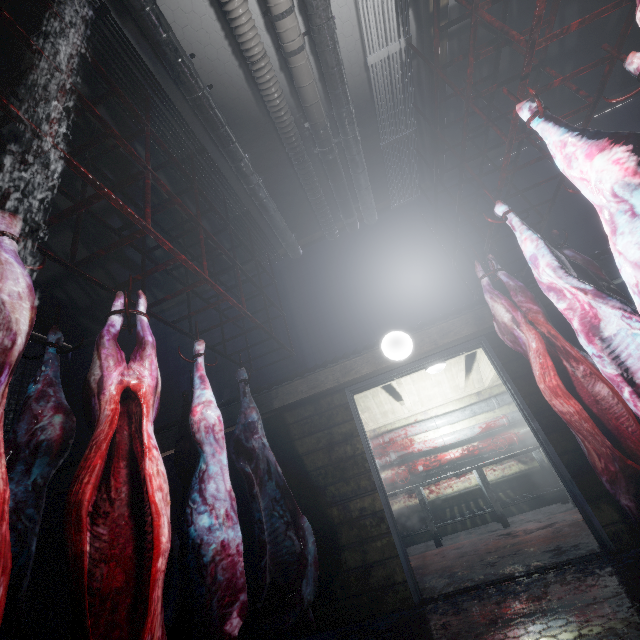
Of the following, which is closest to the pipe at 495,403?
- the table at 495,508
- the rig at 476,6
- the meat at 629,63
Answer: the table at 495,508

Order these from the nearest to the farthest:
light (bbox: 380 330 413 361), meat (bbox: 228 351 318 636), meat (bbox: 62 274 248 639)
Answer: meat (bbox: 62 274 248 639), meat (bbox: 228 351 318 636), light (bbox: 380 330 413 361)

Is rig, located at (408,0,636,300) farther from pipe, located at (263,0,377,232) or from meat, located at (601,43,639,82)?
pipe, located at (263,0,377,232)

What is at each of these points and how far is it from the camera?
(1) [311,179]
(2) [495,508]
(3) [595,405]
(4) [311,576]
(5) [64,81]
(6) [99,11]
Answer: (1) pipe, 3.7 meters
(2) table, 4.7 meters
(3) meat, 2.0 meters
(4) meat, 2.1 meters
(5) rig, 1.5 meters
(6) wire, 2.2 meters

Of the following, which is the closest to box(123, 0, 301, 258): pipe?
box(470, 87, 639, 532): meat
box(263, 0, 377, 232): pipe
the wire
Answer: the wire

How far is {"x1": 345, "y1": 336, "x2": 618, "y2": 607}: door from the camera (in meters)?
2.56

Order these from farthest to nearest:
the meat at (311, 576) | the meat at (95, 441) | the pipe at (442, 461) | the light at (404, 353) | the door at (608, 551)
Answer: the pipe at (442, 461)
the light at (404, 353)
the door at (608, 551)
the meat at (311, 576)
the meat at (95, 441)

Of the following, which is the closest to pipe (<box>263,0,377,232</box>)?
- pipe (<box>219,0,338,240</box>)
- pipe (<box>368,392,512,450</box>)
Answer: pipe (<box>219,0,338,240</box>)
